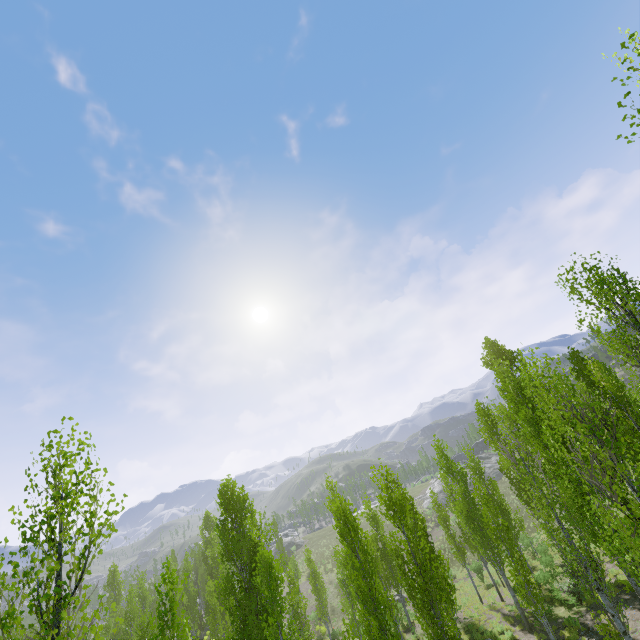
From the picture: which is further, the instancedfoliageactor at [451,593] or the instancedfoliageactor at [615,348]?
the instancedfoliageactor at [615,348]

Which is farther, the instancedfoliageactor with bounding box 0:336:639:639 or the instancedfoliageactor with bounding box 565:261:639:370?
the instancedfoliageactor with bounding box 565:261:639:370

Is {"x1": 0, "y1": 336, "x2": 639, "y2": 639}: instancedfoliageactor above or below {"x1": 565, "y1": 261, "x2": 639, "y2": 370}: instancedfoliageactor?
below

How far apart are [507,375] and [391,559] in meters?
19.0

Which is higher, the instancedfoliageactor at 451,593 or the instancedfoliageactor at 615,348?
the instancedfoliageactor at 615,348
